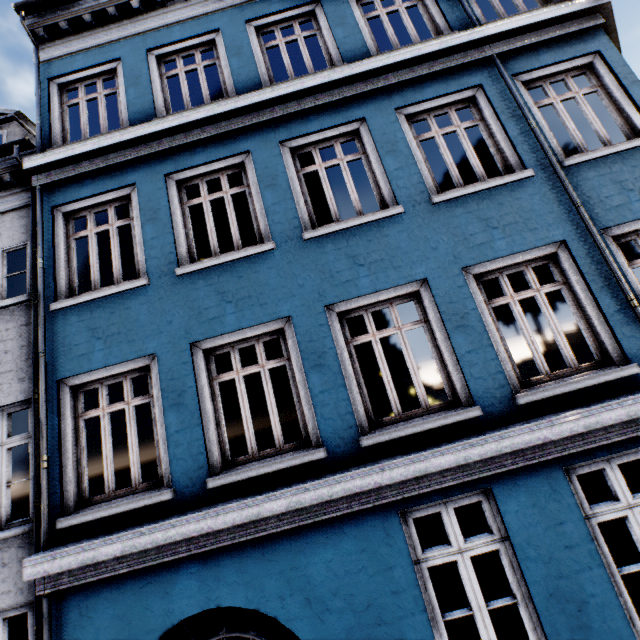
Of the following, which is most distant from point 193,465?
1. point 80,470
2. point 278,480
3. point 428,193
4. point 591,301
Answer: point 591,301
